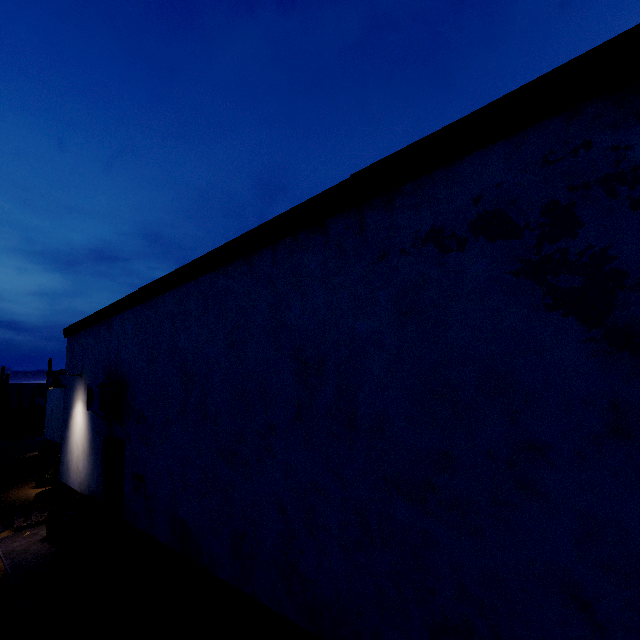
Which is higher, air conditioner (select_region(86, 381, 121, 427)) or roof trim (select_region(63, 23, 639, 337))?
roof trim (select_region(63, 23, 639, 337))

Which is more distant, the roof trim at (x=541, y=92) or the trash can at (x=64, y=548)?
the trash can at (x=64, y=548)

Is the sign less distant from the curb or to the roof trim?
the curb

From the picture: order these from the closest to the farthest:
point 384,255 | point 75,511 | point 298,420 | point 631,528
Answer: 1. point 631,528
2. point 384,255
3. point 298,420
4. point 75,511

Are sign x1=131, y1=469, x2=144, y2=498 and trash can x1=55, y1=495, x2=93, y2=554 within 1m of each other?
no

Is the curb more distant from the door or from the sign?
the sign

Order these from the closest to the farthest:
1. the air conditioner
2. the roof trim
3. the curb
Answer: the roof trim, the curb, the air conditioner

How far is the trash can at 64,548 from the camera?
6.41m
